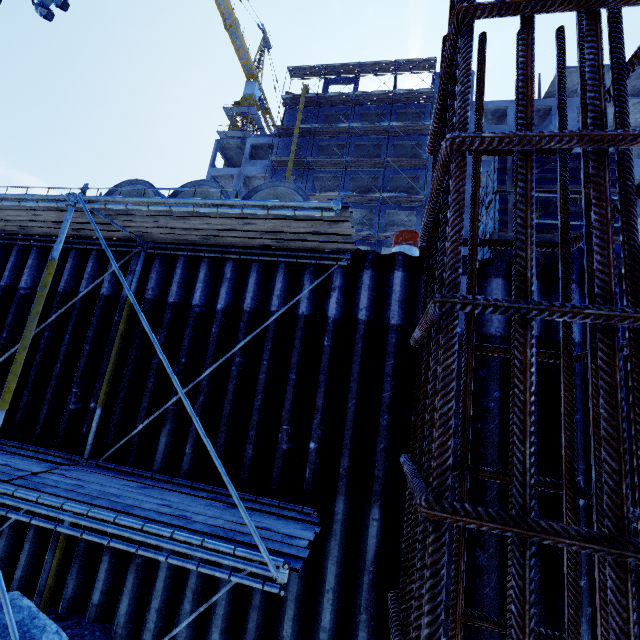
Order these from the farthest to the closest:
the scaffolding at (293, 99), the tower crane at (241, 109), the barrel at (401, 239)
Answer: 1. the tower crane at (241, 109)
2. the scaffolding at (293, 99)
3. the barrel at (401, 239)

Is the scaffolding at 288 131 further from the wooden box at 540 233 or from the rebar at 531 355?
the rebar at 531 355

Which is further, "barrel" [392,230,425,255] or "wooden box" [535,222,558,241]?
"barrel" [392,230,425,255]

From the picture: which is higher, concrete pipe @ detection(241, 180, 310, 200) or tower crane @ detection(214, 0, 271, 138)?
tower crane @ detection(214, 0, 271, 138)

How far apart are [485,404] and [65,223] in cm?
657

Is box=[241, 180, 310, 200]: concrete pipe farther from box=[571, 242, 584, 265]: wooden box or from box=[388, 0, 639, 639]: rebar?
box=[388, 0, 639, 639]: rebar

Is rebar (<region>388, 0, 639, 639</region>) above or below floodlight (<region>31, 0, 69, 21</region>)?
below

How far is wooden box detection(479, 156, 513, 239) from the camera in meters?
6.0 m
